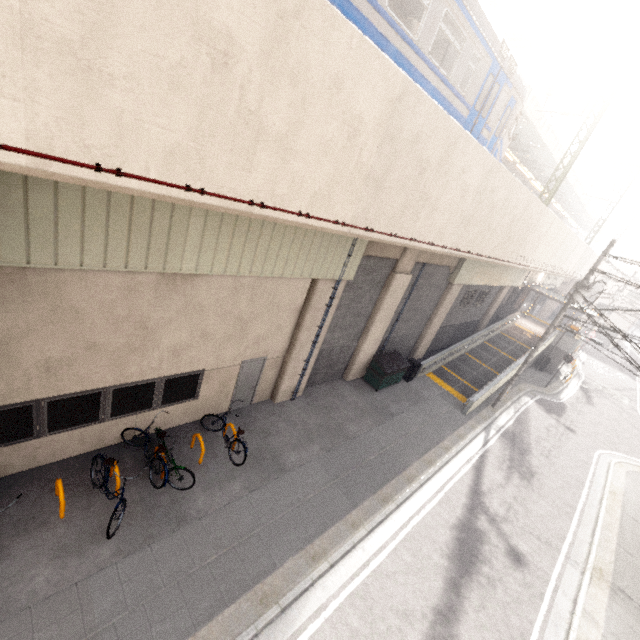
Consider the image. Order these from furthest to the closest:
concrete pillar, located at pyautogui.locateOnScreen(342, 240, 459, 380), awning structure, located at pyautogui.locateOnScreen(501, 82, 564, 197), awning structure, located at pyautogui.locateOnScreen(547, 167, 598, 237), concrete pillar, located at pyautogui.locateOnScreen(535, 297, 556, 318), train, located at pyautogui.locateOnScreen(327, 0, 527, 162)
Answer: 1. concrete pillar, located at pyautogui.locateOnScreen(535, 297, 556, 318)
2. awning structure, located at pyautogui.locateOnScreen(547, 167, 598, 237)
3. awning structure, located at pyautogui.locateOnScreen(501, 82, 564, 197)
4. concrete pillar, located at pyautogui.locateOnScreen(342, 240, 459, 380)
5. train, located at pyautogui.locateOnScreen(327, 0, 527, 162)

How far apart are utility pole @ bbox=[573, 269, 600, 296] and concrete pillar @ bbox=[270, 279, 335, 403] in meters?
10.7

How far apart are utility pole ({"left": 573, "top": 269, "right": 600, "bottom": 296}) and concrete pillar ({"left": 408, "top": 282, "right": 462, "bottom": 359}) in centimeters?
418cm

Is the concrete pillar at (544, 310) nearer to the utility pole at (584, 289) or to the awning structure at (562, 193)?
the awning structure at (562, 193)

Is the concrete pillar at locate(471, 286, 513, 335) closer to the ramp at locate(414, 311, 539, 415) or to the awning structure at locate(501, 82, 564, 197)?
the ramp at locate(414, 311, 539, 415)

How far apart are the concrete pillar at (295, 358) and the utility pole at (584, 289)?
10.75m

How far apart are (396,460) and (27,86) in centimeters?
1246cm

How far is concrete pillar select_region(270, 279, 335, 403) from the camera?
10.3m
